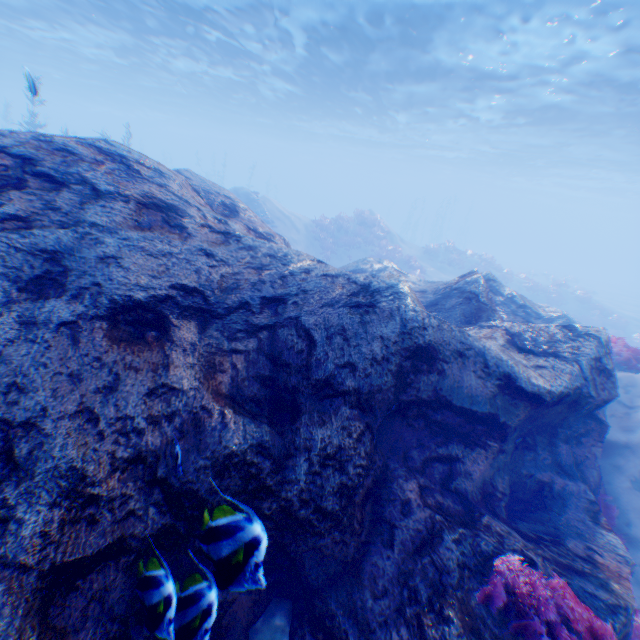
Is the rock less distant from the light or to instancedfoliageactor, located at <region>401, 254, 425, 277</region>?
the light

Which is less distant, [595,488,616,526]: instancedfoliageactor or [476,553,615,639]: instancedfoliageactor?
[476,553,615,639]: instancedfoliageactor

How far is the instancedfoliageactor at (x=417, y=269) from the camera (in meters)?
23.27

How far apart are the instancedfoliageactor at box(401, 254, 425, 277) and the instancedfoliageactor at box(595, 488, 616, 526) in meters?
19.0 m

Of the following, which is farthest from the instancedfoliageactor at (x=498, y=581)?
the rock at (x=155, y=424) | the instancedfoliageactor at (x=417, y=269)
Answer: the instancedfoliageactor at (x=417, y=269)

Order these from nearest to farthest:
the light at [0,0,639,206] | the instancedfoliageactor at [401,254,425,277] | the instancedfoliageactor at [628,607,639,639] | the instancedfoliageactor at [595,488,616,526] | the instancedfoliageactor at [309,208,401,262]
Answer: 1. the instancedfoliageactor at [628,607,639,639]
2. the instancedfoliageactor at [595,488,616,526]
3. the light at [0,0,639,206]
4. the instancedfoliageactor at [401,254,425,277]
5. the instancedfoliageactor at [309,208,401,262]

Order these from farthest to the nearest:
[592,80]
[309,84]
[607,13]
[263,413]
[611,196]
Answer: [611,196] < [309,84] < [592,80] < [607,13] < [263,413]

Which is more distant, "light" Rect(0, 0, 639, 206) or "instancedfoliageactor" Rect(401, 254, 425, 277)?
"instancedfoliageactor" Rect(401, 254, 425, 277)
